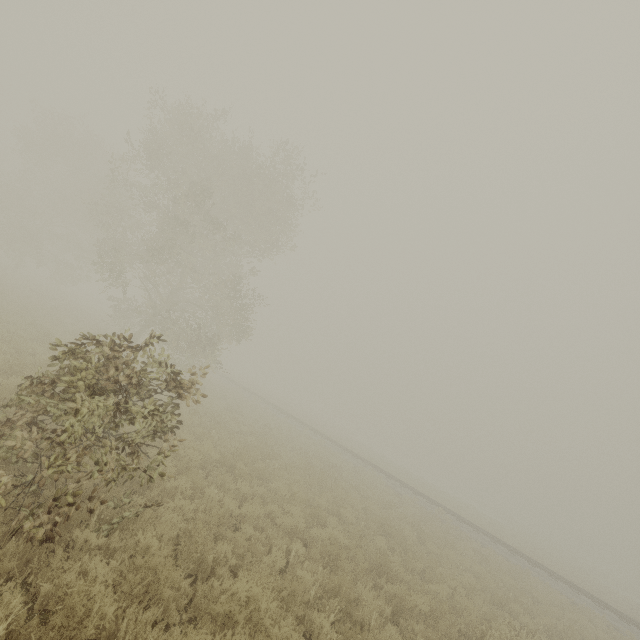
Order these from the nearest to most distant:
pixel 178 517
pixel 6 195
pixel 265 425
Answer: pixel 178 517
pixel 265 425
pixel 6 195
